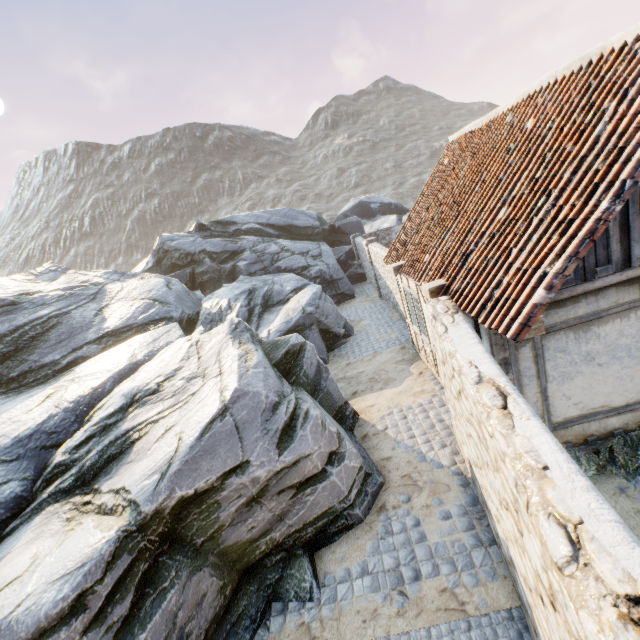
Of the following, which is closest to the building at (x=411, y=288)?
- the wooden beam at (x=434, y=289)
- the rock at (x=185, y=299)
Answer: the wooden beam at (x=434, y=289)

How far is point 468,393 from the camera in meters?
3.5 m

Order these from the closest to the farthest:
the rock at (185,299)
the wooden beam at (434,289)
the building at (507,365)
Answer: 1. the rock at (185,299)
2. the building at (507,365)
3. the wooden beam at (434,289)

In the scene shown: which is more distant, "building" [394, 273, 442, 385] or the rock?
"building" [394, 273, 442, 385]

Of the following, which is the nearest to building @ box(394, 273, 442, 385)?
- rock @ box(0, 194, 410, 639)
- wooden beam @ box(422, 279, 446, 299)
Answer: wooden beam @ box(422, 279, 446, 299)

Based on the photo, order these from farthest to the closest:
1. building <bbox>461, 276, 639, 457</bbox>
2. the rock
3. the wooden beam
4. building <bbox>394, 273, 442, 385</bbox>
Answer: building <bbox>394, 273, 442, 385</bbox> → the wooden beam → building <bbox>461, 276, 639, 457</bbox> → the rock

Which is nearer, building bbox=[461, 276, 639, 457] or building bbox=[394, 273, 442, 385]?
building bbox=[461, 276, 639, 457]

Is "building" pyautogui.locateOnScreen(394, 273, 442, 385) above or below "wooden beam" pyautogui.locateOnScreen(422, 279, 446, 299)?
below
